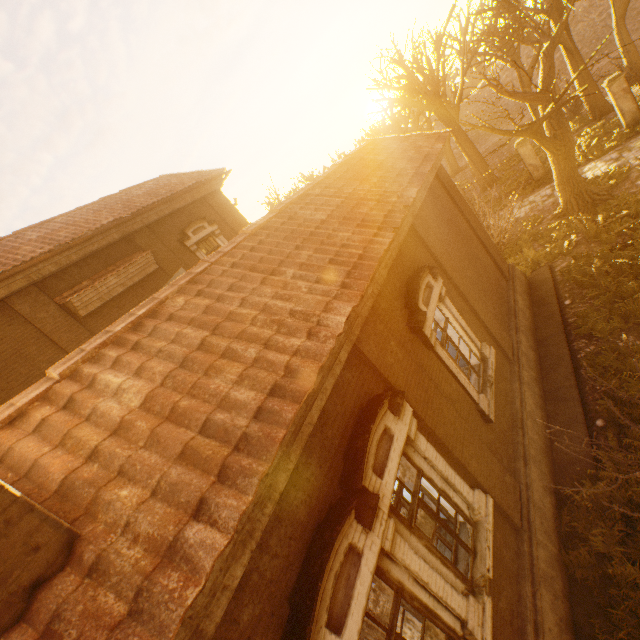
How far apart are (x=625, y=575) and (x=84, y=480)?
7.3m

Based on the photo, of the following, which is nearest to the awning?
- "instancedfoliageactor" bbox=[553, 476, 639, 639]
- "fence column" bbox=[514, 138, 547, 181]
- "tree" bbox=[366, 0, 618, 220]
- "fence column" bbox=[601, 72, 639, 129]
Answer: "tree" bbox=[366, 0, 618, 220]

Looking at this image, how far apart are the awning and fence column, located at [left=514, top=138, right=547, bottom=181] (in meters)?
19.07

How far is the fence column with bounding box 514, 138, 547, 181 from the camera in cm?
1741

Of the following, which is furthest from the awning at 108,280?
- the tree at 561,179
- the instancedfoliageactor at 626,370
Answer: the instancedfoliageactor at 626,370

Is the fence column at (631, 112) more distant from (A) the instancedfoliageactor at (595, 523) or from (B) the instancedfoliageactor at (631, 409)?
(A) the instancedfoliageactor at (595, 523)

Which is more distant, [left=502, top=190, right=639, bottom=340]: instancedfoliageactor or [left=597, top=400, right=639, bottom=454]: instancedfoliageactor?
[left=502, top=190, right=639, bottom=340]: instancedfoliageactor

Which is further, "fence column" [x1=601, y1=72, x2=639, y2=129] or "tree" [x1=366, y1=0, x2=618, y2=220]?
"fence column" [x1=601, y1=72, x2=639, y2=129]
